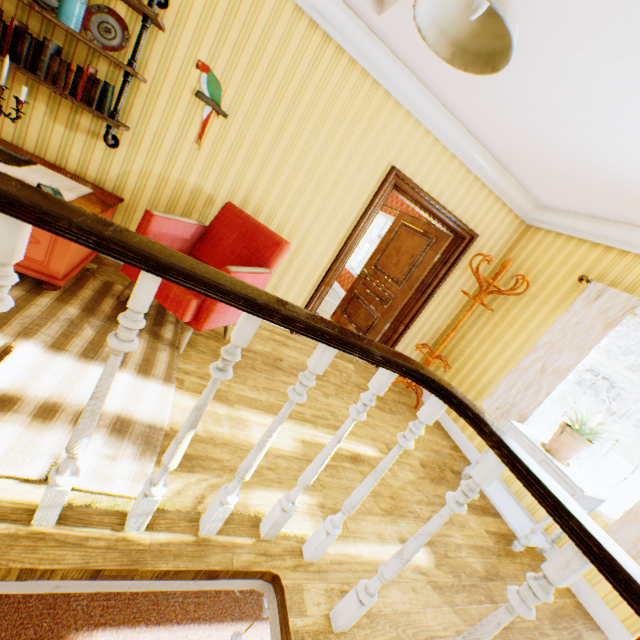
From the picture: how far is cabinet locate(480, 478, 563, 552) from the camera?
2.8 meters

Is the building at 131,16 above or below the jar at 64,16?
above

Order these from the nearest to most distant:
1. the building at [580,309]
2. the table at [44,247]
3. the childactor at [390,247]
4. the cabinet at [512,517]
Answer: the building at [580,309]
the table at [44,247]
the cabinet at [512,517]
the childactor at [390,247]

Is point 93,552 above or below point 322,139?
below

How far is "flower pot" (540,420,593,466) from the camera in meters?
2.8 m

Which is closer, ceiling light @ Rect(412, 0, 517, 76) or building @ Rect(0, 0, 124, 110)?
ceiling light @ Rect(412, 0, 517, 76)

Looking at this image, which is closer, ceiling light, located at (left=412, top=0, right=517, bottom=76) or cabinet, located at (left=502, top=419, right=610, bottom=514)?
ceiling light, located at (left=412, top=0, right=517, bottom=76)

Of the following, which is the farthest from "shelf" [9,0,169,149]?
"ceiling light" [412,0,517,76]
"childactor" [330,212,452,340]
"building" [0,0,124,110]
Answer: "childactor" [330,212,452,340]
